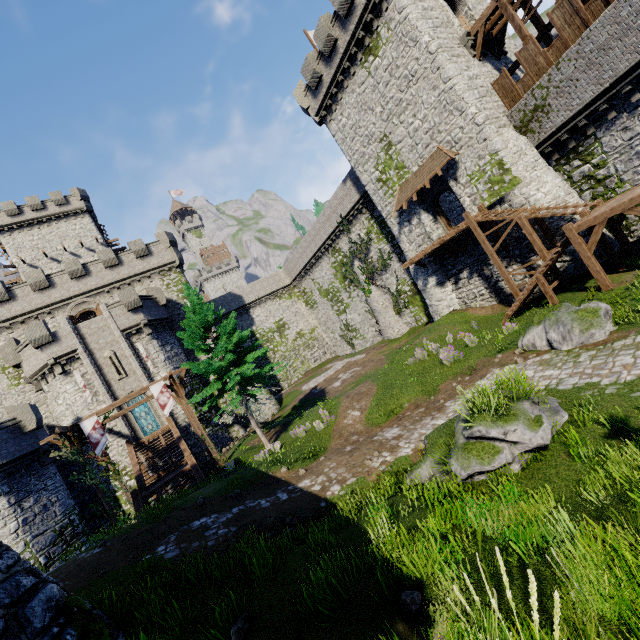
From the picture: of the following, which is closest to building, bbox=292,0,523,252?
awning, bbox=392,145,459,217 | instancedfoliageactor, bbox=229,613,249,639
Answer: awning, bbox=392,145,459,217

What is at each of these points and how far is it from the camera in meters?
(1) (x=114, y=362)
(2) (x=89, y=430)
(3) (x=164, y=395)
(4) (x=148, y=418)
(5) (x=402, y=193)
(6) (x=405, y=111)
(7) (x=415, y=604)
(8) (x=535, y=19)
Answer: (1) window slit, 27.4
(2) flag, 17.5
(3) flag, 19.4
(4) window glass, 27.5
(5) awning, 23.4
(6) building, 21.0
(7) instancedfoliageactor, 4.1
(8) stairs, 17.7

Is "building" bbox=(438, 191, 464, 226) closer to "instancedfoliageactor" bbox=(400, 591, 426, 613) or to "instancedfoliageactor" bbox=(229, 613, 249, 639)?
"instancedfoliageactor" bbox=(400, 591, 426, 613)

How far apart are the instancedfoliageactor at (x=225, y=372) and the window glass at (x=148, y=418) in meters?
13.0 m

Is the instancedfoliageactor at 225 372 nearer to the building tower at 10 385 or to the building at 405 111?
the building tower at 10 385

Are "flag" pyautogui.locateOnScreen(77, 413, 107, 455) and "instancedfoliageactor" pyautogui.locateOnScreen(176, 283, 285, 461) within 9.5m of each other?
yes

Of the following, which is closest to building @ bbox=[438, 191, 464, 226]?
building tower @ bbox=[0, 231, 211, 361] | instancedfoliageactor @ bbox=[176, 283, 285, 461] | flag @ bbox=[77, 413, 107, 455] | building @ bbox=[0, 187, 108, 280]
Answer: instancedfoliageactor @ bbox=[176, 283, 285, 461]

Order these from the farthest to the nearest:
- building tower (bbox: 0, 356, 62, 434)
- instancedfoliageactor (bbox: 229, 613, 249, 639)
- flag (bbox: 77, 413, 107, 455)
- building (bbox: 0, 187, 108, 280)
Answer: building (bbox: 0, 187, 108, 280), building tower (bbox: 0, 356, 62, 434), flag (bbox: 77, 413, 107, 455), instancedfoliageactor (bbox: 229, 613, 249, 639)
